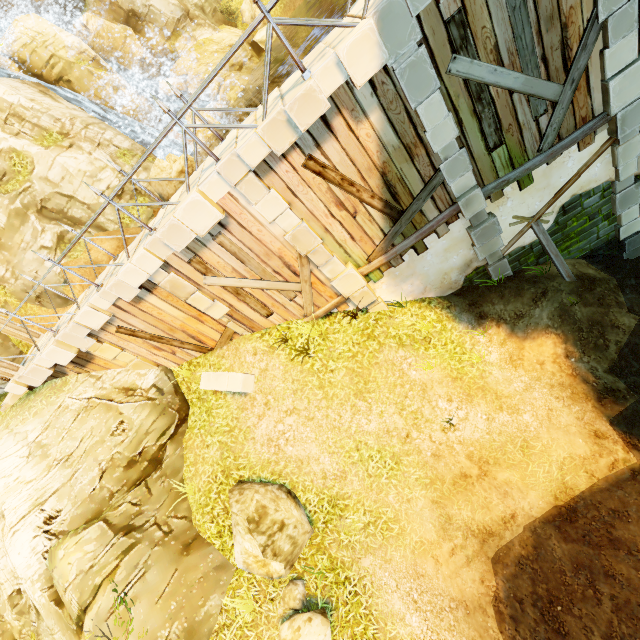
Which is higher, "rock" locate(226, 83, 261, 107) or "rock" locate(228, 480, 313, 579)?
"rock" locate(226, 83, 261, 107)

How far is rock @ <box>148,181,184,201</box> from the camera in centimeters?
1513cm

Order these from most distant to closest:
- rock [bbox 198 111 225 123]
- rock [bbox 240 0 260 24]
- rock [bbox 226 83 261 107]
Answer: rock [bbox 240 0 260 24] < rock [bbox 226 83 261 107] < rock [bbox 198 111 225 123]

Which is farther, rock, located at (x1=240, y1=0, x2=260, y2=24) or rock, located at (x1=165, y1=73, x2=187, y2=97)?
rock, located at (x1=240, y1=0, x2=260, y2=24)

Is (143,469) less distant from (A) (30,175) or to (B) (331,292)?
(B) (331,292)

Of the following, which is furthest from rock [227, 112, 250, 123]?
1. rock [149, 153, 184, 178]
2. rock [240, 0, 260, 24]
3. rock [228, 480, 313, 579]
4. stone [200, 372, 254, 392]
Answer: rock [228, 480, 313, 579]

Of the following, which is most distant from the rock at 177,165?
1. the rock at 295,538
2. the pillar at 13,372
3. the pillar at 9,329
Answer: the rock at 295,538

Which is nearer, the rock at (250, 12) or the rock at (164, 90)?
the rock at (164, 90)
